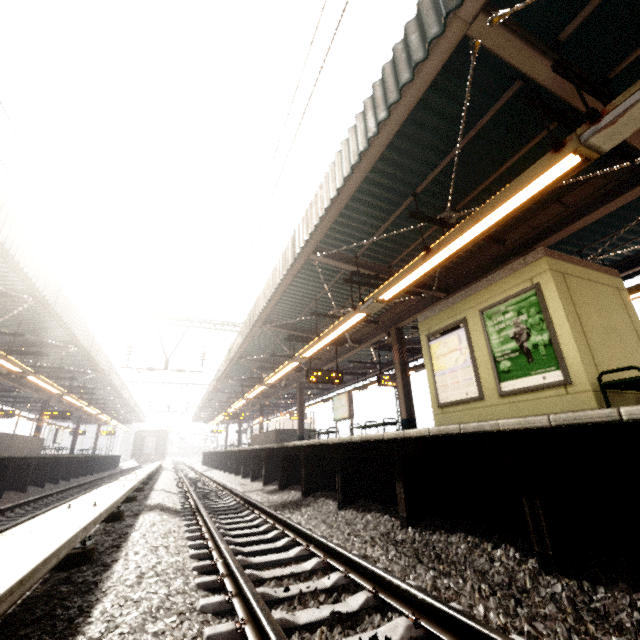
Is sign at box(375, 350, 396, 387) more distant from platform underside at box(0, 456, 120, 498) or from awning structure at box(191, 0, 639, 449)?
platform underside at box(0, 456, 120, 498)

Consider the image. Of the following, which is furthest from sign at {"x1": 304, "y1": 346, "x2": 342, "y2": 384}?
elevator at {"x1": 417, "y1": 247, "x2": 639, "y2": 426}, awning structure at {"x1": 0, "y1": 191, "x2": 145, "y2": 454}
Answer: awning structure at {"x1": 0, "y1": 191, "x2": 145, "y2": 454}

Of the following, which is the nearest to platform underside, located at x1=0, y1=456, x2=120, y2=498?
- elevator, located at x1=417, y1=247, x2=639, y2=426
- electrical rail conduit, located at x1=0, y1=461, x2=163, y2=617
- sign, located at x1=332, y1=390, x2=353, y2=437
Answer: electrical rail conduit, located at x1=0, y1=461, x2=163, y2=617

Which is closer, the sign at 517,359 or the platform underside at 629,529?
the platform underside at 629,529

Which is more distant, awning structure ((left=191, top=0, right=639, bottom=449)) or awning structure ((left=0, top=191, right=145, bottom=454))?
awning structure ((left=0, top=191, right=145, bottom=454))

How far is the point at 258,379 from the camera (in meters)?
18.56

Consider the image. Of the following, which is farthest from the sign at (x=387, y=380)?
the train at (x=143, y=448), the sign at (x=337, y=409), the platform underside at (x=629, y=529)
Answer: the train at (x=143, y=448)

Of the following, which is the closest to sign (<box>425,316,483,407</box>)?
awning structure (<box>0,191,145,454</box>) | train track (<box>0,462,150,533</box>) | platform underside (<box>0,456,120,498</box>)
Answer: train track (<box>0,462,150,533</box>)
